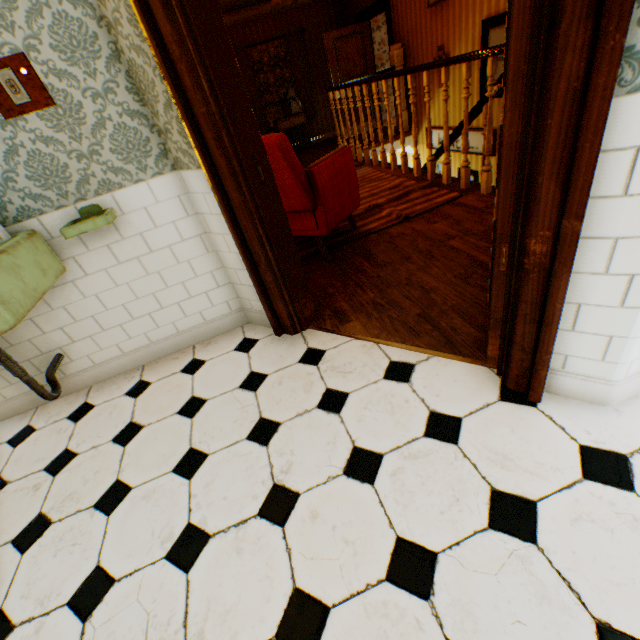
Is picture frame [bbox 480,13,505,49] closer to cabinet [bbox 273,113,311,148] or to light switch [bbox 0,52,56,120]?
cabinet [bbox 273,113,311,148]

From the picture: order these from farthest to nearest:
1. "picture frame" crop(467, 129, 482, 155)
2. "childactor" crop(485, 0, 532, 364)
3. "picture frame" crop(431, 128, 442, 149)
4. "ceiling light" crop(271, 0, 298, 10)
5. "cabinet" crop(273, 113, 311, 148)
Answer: "cabinet" crop(273, 113, 311, 148) < "picture frame" crop(431, 128, 442, 149) < "picture frame" crop(467, 129, 482, 155) < "ceiling light" crop(271, 0, 298, 10) < "childactor" crop(485, 0, 532, 364)

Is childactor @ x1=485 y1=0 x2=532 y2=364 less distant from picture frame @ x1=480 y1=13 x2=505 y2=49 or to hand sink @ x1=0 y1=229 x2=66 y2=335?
hand sink @ x1=0 y1=229 x2=66 y2=335

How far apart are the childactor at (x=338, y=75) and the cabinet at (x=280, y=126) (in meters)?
0.84

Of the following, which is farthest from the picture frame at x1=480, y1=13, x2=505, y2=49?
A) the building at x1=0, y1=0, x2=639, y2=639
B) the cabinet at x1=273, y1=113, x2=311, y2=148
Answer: the cabinet at x1=273, y1=113, x2=311, y2=148

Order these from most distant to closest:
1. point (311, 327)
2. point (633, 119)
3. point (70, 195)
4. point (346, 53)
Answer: point (346, 53) → point (311, 327) → point (70, 195) → point (633, 119)

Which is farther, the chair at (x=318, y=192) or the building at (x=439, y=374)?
the chair at (x=318, y=192)

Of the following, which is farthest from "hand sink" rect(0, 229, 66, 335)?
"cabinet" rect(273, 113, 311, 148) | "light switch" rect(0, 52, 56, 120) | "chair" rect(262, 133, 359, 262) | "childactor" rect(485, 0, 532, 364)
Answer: "cabinet" rect(273, 113, 311, 148)
